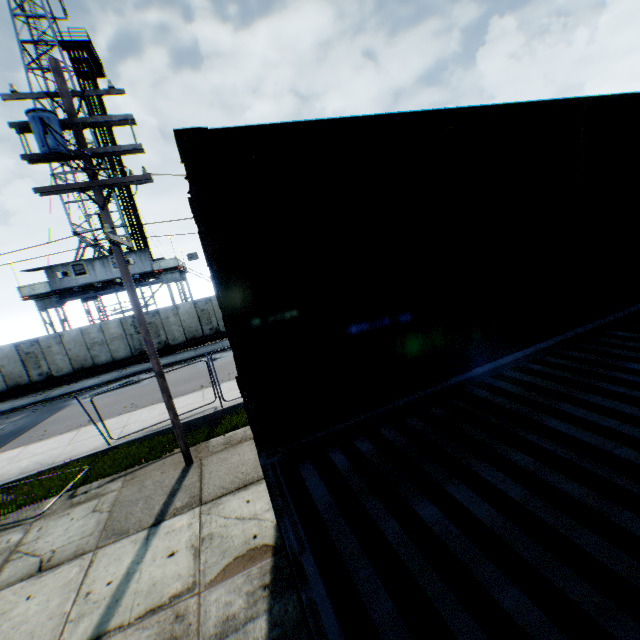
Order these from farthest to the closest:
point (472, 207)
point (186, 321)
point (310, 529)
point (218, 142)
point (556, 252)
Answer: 1. point (186, 321)
2. point (556, 252)
3. point (472, 207)
4. point (218, 142)
5. point (310, 529)

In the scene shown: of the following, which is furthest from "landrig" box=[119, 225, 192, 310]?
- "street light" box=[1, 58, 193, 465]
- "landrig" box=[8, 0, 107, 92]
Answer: "street light" box=[1, 58, 193, 465]

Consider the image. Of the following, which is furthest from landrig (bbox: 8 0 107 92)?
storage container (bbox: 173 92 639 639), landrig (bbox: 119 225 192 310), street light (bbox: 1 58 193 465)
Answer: storage container (bbox: 173 92 639 639)

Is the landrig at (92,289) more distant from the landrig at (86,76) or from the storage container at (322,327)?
the storage container at (322,327)

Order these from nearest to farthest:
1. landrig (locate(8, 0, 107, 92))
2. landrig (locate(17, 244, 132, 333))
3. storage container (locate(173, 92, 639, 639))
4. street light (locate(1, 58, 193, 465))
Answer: storage container (locate(173, 92, 639, 639)) < street light (locate(1, 58, 193, 465)) < landrig (locate(17, 244, 132, 333)) < landrig (locate(8, 0, 107, 92))

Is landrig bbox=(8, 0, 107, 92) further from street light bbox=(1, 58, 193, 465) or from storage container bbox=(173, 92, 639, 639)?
storage container bbox=(173, 92, 639, 639)

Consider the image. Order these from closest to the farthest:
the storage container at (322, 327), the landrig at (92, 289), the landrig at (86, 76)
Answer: the storage container at (322, 327)
the landrig at (92, 289)
the landrig at (86, 76)

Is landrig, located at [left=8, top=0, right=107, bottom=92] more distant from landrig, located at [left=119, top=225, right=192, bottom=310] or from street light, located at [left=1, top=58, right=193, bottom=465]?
street light, located at [left=1, top=58, right=193, bottom=465]
